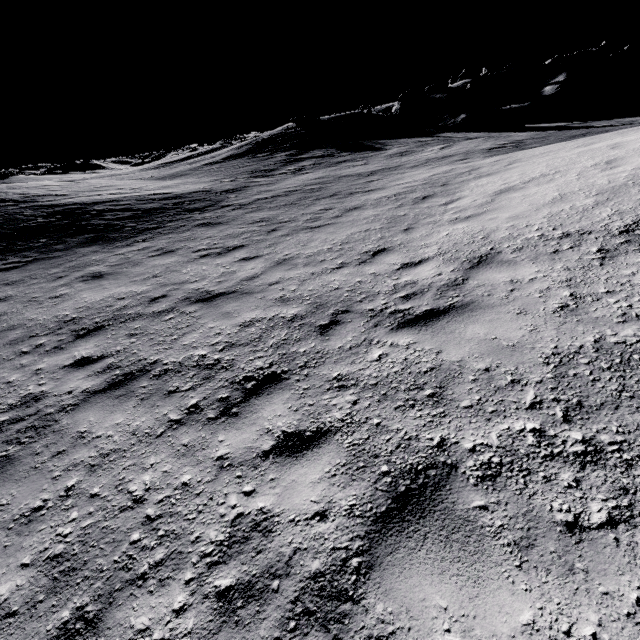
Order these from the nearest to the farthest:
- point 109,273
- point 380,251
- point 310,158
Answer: point 380,251
point 109,273
point 310,158

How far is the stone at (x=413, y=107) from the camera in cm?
3145

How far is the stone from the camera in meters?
31.5
